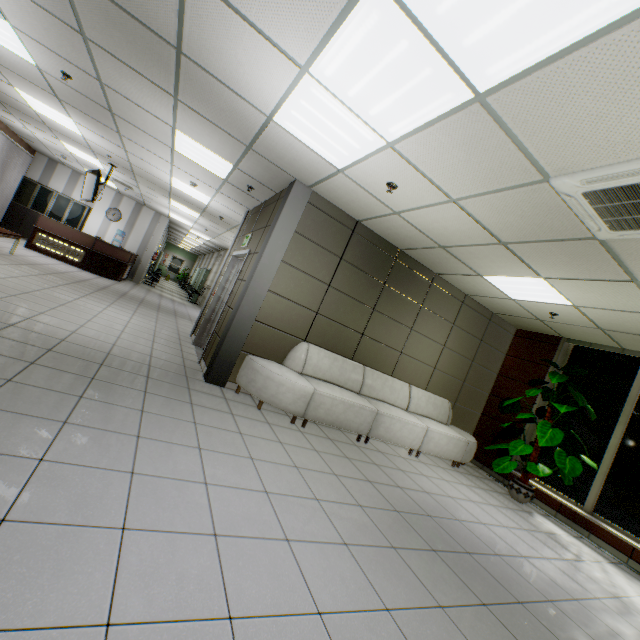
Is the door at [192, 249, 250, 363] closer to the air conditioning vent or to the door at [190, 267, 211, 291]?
the air conditioning vent

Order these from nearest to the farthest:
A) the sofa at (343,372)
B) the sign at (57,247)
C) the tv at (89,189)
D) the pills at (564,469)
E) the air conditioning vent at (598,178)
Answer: the air conditioning vent at (598,178) → the sofa at (343,372) → the pills at (564,469) → the tv at (89,189) → the sign at (57,247)

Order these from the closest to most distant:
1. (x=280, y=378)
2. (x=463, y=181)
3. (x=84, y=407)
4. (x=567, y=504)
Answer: (x=84, y=407)
(x=463, y=181)
(x=280, y=378)
(x=567, y=504)

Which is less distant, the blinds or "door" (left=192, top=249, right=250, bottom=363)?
"door" (left=192, top=249, right=250, bottom=363)

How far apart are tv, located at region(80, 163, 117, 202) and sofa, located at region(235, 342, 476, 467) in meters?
7.0

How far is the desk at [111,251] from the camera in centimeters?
1023cm

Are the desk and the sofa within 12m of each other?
yes

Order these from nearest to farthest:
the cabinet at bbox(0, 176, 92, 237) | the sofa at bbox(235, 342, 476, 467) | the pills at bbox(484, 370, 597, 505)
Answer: the sofa at bbox(235, 342, 476, 467), the pills at bbox(484, 370, 597, 505), the cabinet at bbox(0, 176, 92, 237)
